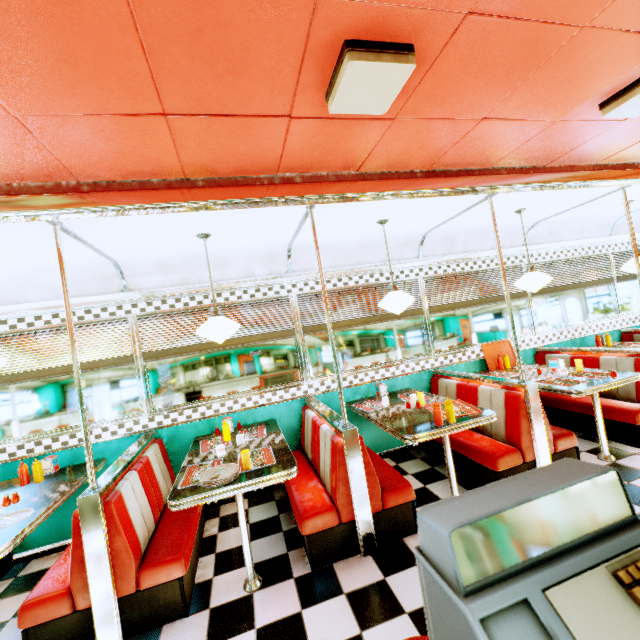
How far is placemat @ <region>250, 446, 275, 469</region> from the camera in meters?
2.8

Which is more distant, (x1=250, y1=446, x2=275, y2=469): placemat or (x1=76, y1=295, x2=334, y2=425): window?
(x1=76, y1=295, x2=334, y2=425): window

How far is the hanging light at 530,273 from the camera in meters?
4.0

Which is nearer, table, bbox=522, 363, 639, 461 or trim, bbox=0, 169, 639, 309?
trim, bbox=0, 169, 639, 309

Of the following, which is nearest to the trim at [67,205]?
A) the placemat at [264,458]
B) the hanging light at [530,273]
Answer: the hanging light at [530,273]

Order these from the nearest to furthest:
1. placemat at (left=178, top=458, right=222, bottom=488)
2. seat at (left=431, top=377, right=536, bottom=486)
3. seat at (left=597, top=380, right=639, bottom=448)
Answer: placemat at (left=178, top=458, right=222, bottom=488)
seat at (left=431, top=377, right=536, bottom=486)
seat at (left=597, top=380, right=639, bottom=448)

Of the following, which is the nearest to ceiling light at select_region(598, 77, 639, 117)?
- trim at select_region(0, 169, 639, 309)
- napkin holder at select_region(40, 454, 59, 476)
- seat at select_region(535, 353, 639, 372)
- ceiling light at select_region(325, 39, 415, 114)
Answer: trim at select_region(0, 169, 639, 309)

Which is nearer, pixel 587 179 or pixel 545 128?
pixel 545 128
